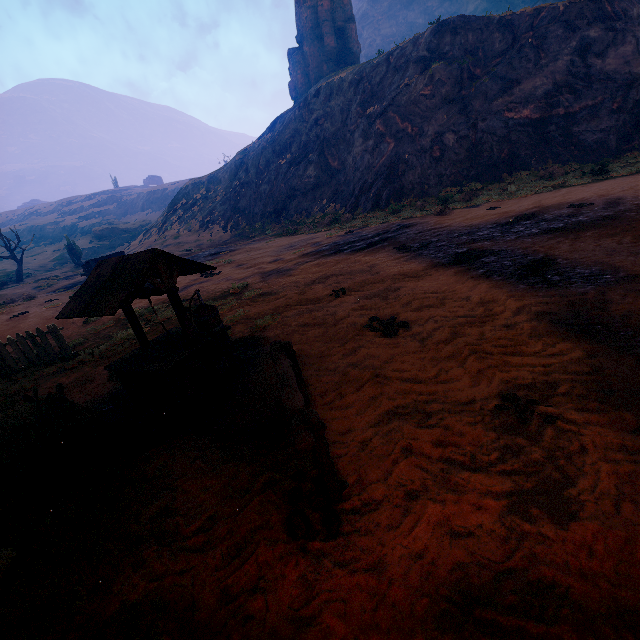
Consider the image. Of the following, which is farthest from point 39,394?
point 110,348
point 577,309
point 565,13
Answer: point 565,13

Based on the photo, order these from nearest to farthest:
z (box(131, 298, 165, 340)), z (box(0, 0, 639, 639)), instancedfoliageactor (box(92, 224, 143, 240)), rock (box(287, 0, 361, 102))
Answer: z (box(0, 0, 639, 639)) < z (box(131, 298, 165, 340)) < rock (box(287, 0, 361, 102)) < instancedfoliageactor (box(92, 224, 143, 240))

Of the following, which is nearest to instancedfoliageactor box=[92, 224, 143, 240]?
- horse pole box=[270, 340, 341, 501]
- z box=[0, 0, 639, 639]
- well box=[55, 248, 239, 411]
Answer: z box=[0, 0, 639, 639]

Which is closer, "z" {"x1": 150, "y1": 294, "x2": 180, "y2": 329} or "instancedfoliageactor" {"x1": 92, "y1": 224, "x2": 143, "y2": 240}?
"z" {"x1": 150, "y1": 294, "x2": 180, "y2": 329}

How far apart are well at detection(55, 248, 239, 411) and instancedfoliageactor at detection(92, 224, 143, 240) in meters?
62.6 m

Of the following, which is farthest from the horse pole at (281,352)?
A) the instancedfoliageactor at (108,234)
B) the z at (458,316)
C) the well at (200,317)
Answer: the instancedfoliageactor at (108,234)

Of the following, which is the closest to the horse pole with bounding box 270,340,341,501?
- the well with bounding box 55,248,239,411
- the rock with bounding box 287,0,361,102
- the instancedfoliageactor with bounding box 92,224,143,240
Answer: the well with bounding box 55,248,239,411

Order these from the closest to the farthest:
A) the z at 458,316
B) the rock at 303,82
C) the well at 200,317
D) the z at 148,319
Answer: the z at 458,316
the well at 200,317
the z at 148,319
the rock at 303,82
